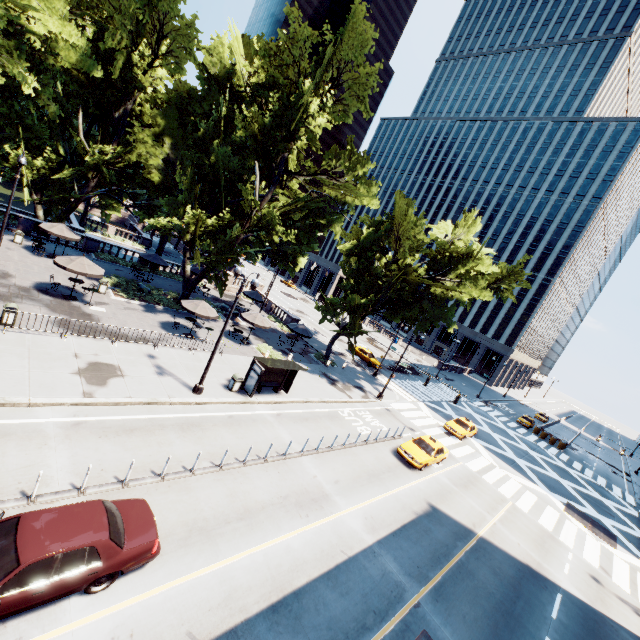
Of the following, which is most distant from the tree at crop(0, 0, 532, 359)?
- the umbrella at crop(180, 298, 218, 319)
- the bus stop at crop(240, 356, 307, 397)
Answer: the bus stop at crop(240, 356, 307, 397)

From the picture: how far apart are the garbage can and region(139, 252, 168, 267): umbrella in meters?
17.8 m

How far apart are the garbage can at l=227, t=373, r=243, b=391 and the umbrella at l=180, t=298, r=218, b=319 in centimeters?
584cm

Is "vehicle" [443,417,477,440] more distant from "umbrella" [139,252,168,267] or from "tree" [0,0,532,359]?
"umbrella" [139,252,168,267]

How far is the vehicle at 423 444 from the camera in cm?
2055

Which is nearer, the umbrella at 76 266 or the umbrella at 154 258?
the umbrella at 76 266

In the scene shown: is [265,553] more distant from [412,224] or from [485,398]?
[485,398]

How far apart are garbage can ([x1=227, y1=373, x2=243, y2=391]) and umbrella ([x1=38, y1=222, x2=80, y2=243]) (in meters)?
19.10
